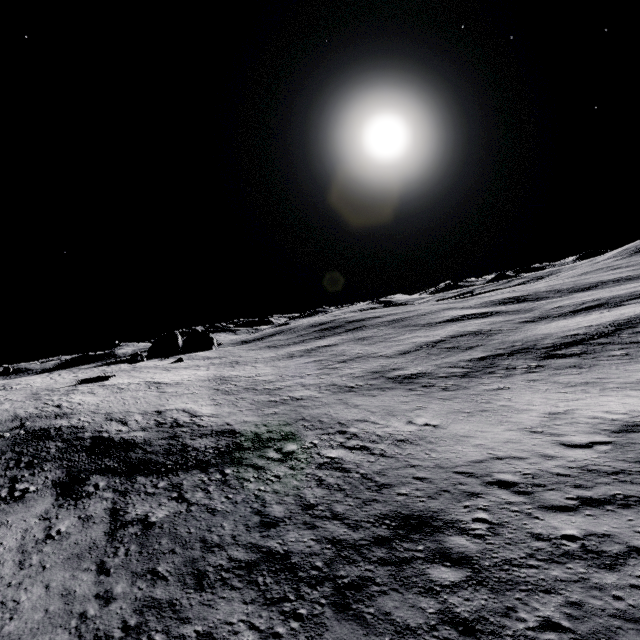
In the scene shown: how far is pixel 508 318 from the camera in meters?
55.7 m
